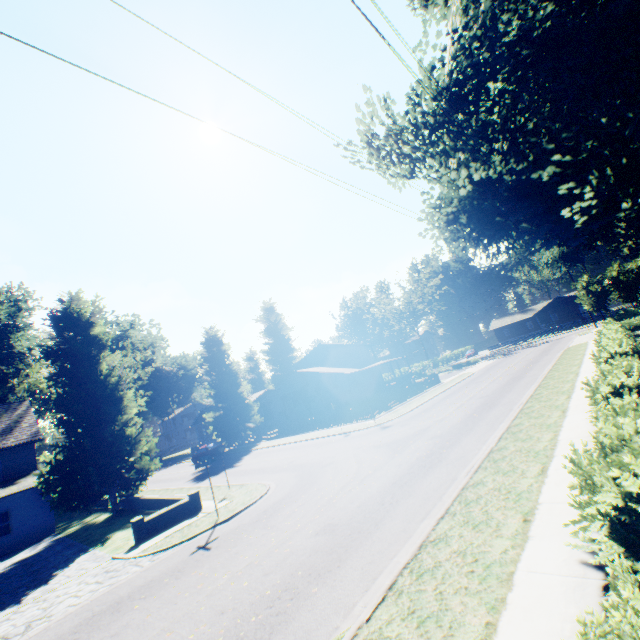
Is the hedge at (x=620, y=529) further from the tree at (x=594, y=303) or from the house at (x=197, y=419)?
the tree at (x=594, y=303)

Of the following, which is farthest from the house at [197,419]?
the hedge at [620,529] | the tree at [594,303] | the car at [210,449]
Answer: the tree at [594,303]

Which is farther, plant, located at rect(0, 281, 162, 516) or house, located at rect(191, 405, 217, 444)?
house, located at rect(191, 405, 217, 444)

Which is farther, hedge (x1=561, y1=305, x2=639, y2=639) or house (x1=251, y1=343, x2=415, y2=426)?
house (x1=251, y1=343, x2=415, y2=426)

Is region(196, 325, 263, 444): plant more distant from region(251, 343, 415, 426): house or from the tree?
the tree

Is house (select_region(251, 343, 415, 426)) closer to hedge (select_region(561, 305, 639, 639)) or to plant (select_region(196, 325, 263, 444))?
plant (select_region(196, 325, 263, 444))

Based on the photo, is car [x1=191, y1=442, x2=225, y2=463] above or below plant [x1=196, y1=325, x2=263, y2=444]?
below

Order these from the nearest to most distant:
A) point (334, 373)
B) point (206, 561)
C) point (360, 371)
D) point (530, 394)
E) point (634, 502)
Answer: point (634, 502) < point (206, 561) < point (530, 394) < point (334, 373) < point (360, 371)
